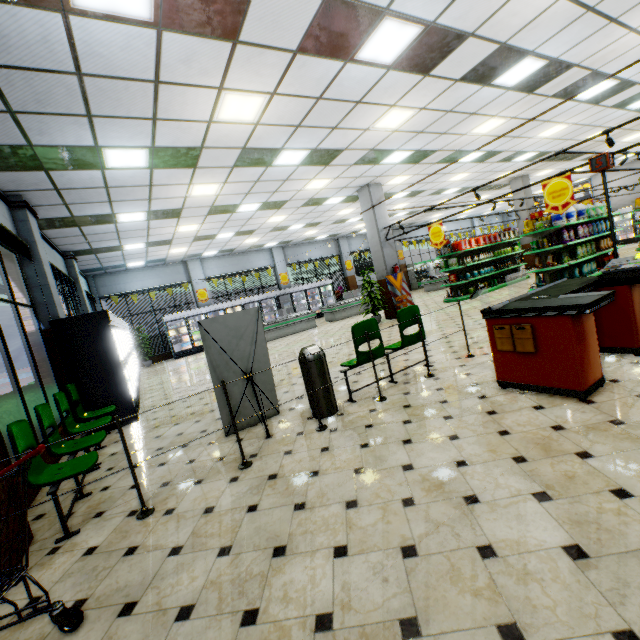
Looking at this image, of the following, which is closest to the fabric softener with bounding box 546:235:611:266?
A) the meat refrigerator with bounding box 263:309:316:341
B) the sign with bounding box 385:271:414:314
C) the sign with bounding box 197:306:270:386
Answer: the sign with bounding box 385:271:414:314

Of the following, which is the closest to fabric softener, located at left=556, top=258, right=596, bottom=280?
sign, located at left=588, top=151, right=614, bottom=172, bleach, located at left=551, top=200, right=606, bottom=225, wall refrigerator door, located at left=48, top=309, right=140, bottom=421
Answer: bleach, located at left=551, top=200, right=606, bottom=225

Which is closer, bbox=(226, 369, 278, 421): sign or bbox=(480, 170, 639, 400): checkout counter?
bbox=(480, 170, 639, 400): checkout counter

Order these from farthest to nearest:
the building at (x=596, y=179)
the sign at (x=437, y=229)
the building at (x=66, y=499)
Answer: the building at (x=596, y=179) → the sign at (x=437, y=229) → the building at (x=66, y=499)

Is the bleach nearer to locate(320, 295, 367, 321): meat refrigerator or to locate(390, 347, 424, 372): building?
locate(390, 347, 424, 372): building

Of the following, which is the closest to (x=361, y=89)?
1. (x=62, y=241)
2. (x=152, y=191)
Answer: (x=152, y=191)

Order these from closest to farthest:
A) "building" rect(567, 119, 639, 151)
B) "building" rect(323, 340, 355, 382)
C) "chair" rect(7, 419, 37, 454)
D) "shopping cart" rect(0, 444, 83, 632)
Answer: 1. "shopping cart" rect(0, 444, 83, 632)
2. "chair" rect(7, 419, 37, 454)
3. "building" rect(323, 340, 355, 382)
4. "building" rect(567, 119, 639, 151)

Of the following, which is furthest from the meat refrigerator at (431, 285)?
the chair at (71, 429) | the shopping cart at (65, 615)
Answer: the shopping cart at (65, 615)
